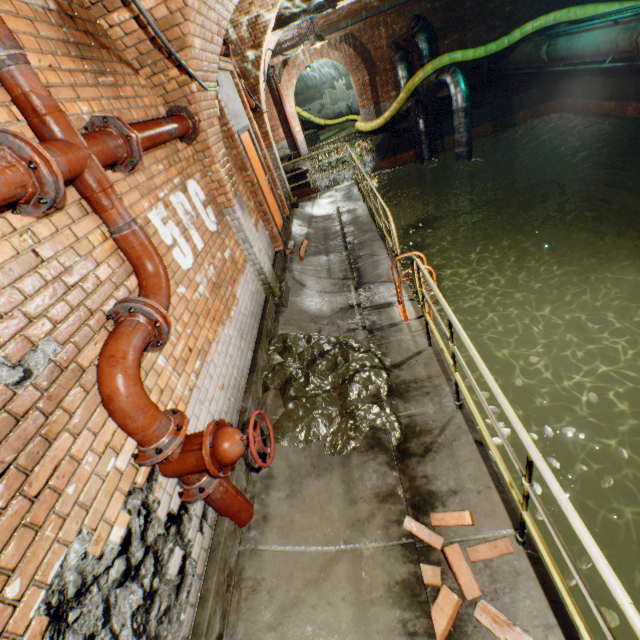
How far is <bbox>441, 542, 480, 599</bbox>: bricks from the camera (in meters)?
2.26

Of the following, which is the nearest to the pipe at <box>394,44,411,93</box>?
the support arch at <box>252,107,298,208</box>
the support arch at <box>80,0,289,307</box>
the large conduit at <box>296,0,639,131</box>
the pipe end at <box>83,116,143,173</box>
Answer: the large conduit at <box>296,0,639,131</box>

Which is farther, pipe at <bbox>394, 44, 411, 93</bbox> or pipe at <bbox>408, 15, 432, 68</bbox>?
pipe at <bbox>394, 44, 411, 93</bbox>

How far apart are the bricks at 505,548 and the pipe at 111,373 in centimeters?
204cm

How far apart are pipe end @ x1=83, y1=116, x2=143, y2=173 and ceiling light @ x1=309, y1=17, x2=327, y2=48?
6.92m

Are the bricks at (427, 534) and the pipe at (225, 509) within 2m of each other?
yes

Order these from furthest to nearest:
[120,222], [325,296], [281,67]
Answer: [281,67] < [325,296] < [120,222]

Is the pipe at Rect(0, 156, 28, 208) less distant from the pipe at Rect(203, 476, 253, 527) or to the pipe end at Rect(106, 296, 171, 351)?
the pipe end at Rect(106, 296, 171, 351)
